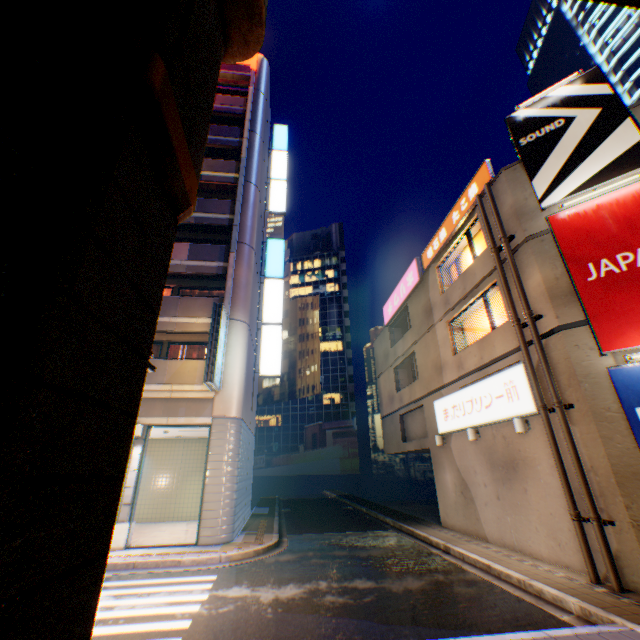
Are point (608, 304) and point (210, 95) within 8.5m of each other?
no

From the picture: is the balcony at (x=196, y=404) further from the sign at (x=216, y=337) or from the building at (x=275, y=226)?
the building at (x=275, y=226)

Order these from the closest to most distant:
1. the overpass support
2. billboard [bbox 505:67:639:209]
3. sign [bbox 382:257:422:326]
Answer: the overpass support
billboard [bbox 505:67:639:209]
sign [bbox 382:257:422:326]

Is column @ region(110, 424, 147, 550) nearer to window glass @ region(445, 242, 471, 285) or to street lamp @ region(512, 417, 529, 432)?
street lamp @ region(512, 417, 529, 432)

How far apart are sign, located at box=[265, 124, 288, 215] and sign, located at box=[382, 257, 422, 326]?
10.3m

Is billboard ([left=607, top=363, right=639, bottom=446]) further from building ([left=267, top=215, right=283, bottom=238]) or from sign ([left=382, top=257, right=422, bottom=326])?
building ([left=267, top=215, right=283, bottom=238])

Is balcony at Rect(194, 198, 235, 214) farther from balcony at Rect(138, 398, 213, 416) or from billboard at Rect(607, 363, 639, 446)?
billboard at Rect(607, 363, 639, 446)

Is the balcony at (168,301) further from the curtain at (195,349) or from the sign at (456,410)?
the sign at (456,410)
